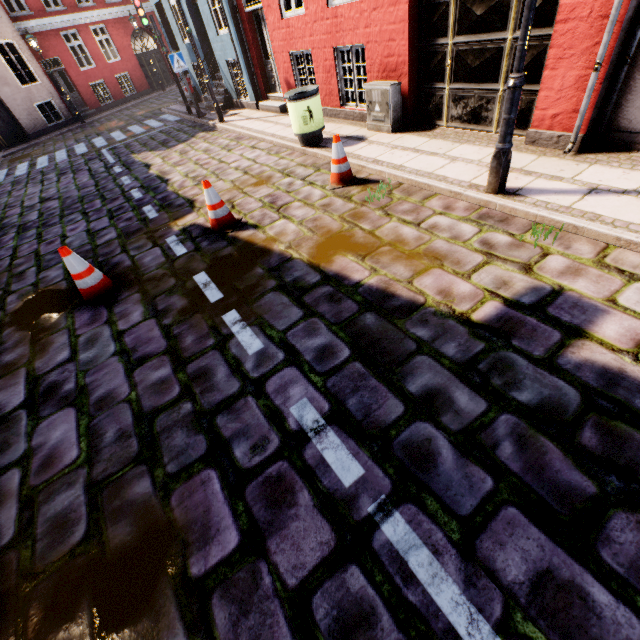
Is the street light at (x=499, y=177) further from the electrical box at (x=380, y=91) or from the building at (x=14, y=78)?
the electrical box at (x=380, y=91)

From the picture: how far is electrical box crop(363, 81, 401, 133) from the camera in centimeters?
618cm

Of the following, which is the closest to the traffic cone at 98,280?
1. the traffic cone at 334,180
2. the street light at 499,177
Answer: the traffic cone at 334,180

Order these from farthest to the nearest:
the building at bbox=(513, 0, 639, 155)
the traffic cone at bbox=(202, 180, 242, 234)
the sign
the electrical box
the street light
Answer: the sign, the electrical box, the traffic cone at bbox=(202, 180, 242, 234), the building at bbox=(513, 0, 639, 155), the street light

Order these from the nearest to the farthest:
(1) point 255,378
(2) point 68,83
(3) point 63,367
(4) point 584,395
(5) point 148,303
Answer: (4) point 584,395, (1) point 255,378, (3) point 63,367, (5) point 148,303, (2) point 68,83

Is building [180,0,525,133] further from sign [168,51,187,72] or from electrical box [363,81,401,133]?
sign [168,51,187,72]

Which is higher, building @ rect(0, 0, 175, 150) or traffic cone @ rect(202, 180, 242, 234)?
building @ rect(0, 0, 175, 150)

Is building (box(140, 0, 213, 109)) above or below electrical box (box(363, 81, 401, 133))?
above
